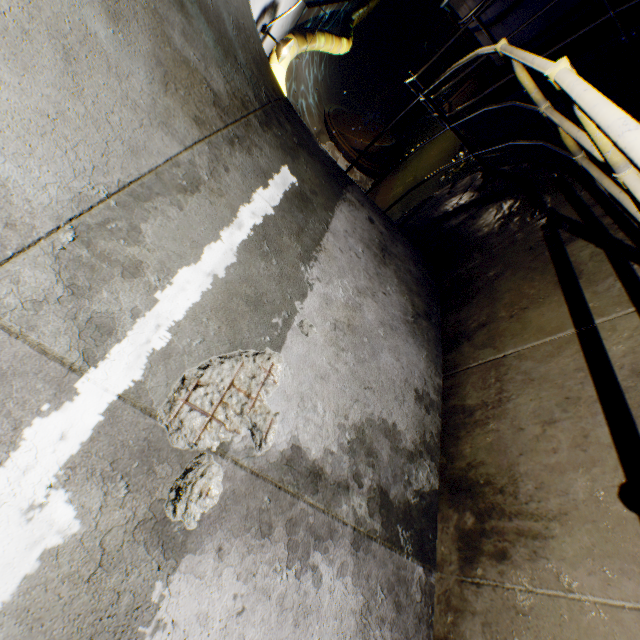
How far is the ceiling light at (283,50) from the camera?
5.48m

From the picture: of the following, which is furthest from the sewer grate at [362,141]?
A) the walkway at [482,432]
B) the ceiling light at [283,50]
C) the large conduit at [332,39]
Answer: the ceiling light at [283,50]

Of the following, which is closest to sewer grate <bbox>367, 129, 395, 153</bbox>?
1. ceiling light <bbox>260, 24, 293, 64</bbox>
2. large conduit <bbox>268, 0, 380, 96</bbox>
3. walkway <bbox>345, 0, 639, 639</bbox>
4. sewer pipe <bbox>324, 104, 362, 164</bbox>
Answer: sewer pipe <bbox>324, 104, 362, 164</bbox>

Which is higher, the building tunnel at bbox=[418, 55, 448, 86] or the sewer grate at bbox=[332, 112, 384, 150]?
the sewer grate at bbox=[332, 112, 384, 150]

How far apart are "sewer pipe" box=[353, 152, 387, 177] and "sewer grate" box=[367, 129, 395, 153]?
0.0m

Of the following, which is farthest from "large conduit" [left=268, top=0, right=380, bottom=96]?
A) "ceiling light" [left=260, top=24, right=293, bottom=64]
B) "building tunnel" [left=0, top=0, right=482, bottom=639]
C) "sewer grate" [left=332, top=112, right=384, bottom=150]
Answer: "sewer grate" [left=332, top=112, right=384, bottom=150]

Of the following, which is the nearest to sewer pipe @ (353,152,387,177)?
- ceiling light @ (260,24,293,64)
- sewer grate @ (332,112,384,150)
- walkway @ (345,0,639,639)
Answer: sewer grate @ (332,112,384,150)

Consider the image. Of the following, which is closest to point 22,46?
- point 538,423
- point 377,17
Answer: point 538,423
